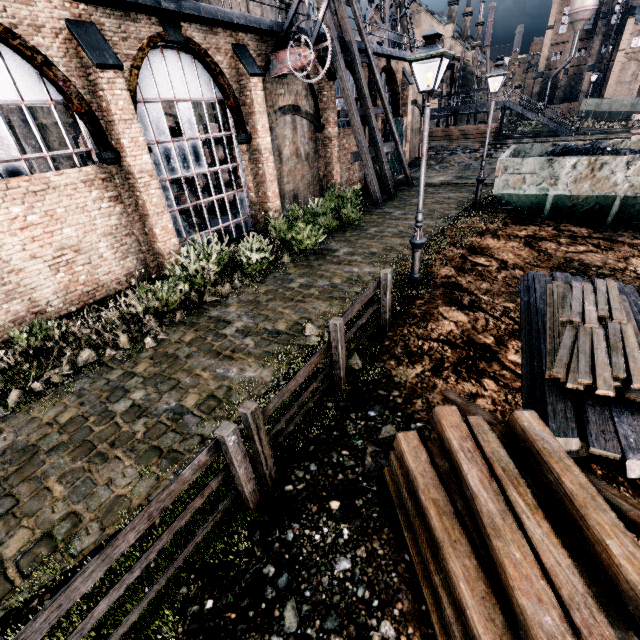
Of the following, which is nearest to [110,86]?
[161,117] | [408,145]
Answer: [161,117]

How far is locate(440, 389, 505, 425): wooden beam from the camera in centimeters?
462cm

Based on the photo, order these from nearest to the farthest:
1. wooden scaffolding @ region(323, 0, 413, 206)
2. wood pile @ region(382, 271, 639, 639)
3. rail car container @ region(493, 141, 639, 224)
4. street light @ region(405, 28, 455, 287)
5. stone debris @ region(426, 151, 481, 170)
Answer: wood pile @ region(382, 271, 639, 639)
street light @ region(405, 28, 455, 287)
rail car container @ region(493, 141, 639, 224)
wooden scaffolding @ region(323, 0, 413, 206)
stone debris @ region(426, 151, 481, 170)

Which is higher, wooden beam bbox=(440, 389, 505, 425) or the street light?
the street light

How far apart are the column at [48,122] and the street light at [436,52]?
21.20m

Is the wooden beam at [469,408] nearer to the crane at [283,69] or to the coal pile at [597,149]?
the coal pile at [597,149]

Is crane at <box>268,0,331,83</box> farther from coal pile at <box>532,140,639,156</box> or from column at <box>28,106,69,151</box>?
column at <box>28,106,69,151</box>

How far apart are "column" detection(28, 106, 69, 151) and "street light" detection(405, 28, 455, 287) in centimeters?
2120cm
